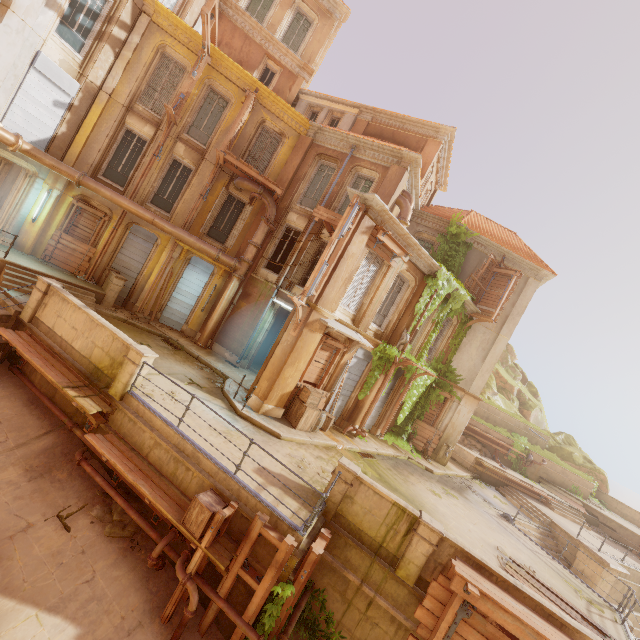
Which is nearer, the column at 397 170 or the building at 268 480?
the building at 268 480

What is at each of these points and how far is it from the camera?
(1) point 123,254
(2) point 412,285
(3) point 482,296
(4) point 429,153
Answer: (1) shutter, 15.7m
(2) window, 15.4m
(3) wood, 19.0m
(4) column, 18.1m

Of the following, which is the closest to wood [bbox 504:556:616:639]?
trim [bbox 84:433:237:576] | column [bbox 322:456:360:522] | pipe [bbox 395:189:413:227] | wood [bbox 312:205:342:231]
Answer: column [bbox 322:456:360:522]

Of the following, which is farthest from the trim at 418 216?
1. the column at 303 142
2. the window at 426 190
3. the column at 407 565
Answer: the column at 407 565

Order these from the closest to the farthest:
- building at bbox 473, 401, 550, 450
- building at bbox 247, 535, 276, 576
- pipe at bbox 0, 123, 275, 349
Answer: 1. building at bbox 247, 535, 276, 576
2. pipe at bbox 0, 123, 275, 349
3. building at bbox 473, 401, 550, 450

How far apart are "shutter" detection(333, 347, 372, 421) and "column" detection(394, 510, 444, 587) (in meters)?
6.78

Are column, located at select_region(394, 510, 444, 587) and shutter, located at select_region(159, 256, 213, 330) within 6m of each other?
no

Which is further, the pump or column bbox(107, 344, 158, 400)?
the pump
